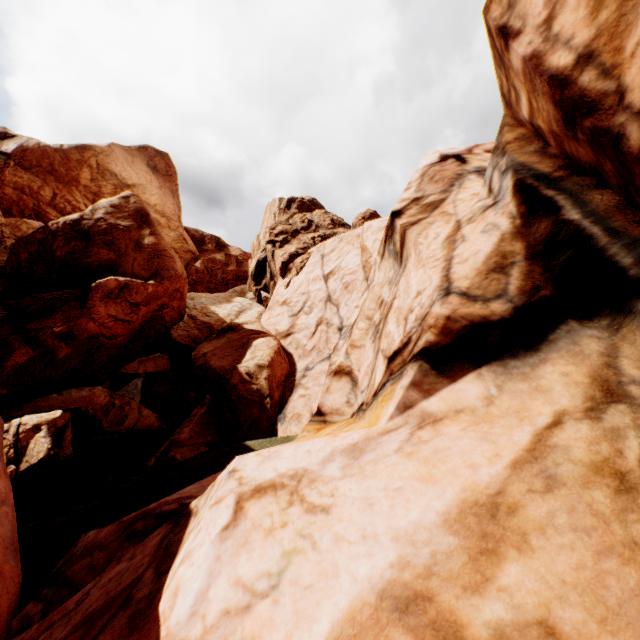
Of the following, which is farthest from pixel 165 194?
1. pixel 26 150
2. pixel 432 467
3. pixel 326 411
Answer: pixel 432 467
